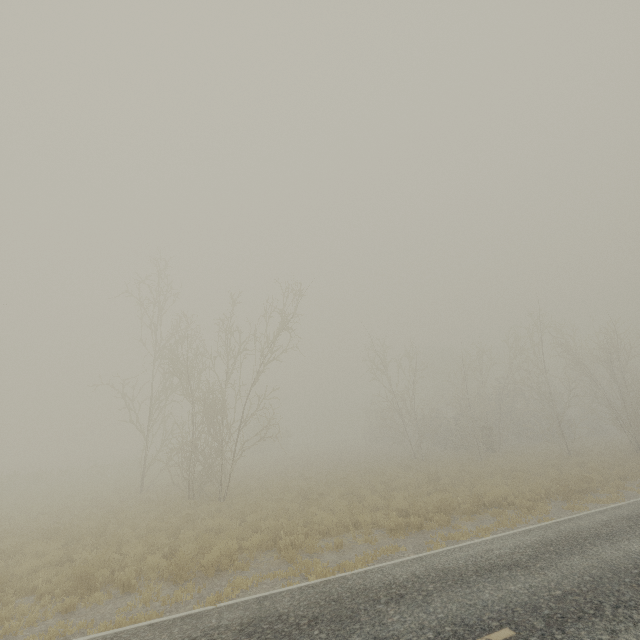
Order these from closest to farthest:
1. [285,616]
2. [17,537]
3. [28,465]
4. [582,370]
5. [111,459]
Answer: [285,616]
[17,537]
[582,370]
[111,459]
[28,465]

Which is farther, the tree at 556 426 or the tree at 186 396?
the tree at 556 426

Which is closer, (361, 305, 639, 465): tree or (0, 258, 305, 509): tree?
Result: (0, 258, 305, 509): tree
